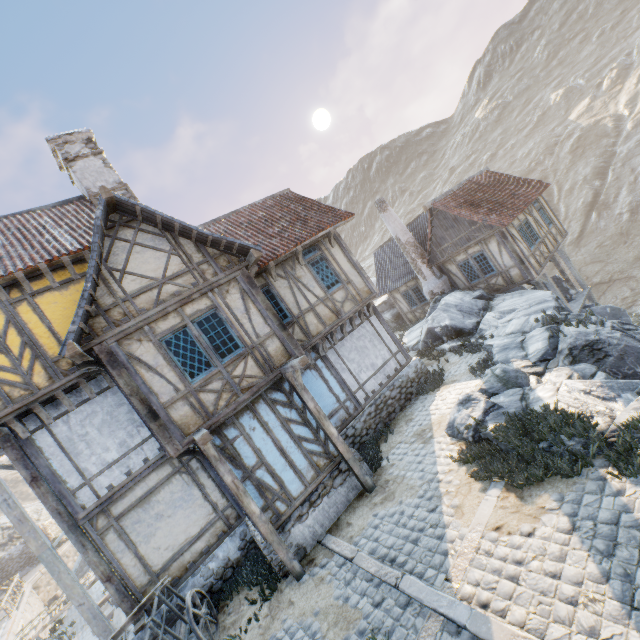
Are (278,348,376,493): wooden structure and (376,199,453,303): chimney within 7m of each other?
no

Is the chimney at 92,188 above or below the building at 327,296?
above

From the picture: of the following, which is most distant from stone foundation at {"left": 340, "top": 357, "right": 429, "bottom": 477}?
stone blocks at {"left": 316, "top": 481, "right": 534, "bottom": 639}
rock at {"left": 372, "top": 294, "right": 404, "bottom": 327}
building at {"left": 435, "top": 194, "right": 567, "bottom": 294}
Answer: rock at {"left": 372, "top": 294, "right": 404, "bottom": 327}

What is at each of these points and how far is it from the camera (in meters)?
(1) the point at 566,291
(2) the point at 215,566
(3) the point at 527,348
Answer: (1) rock, 18.64
(2) stone foundation, 8.70
(3) rock, 9.69

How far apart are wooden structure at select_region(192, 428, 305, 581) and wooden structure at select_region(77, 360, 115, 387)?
2.68m

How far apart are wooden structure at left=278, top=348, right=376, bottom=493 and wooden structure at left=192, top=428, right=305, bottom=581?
2.3 meters

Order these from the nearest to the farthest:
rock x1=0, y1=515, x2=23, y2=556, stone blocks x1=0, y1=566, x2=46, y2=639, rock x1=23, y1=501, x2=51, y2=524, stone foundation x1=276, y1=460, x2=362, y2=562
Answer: stone foundation x1=276, y1=460, x2=362, y2=562 < stone blocks x1=0, y1=566, x2=46, y2=639 < rock x1=0, y1=515, x2=23, y2=556 < rock x1=23, y1=501, x2=51, y2=524

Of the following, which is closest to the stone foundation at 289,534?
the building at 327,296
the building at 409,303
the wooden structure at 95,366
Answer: the building at 327,296
